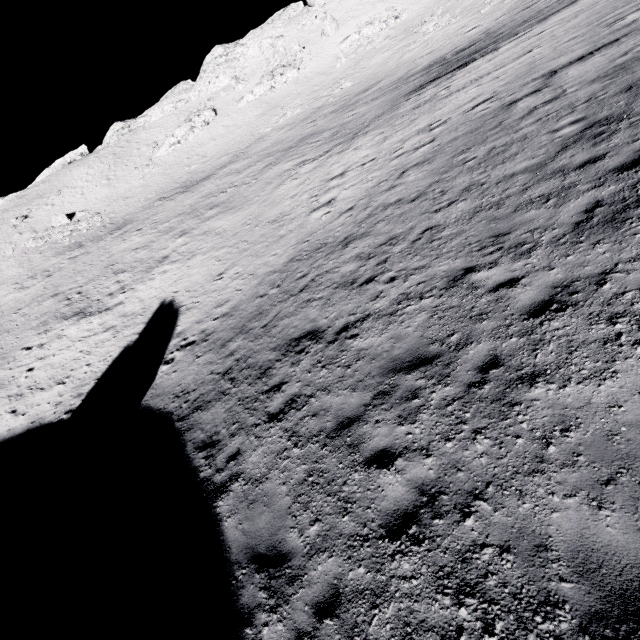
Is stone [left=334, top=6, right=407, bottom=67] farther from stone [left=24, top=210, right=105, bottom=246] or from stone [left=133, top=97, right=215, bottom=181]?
stone [left=24, top=210, right=105, bottom=246]

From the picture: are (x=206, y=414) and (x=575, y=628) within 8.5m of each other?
no

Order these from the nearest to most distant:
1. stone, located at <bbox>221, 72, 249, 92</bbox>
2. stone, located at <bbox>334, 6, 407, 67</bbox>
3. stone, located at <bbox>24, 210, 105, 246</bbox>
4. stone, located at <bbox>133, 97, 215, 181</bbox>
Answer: stone, located at <bbox>24, 210, 105, 246</bbox> → stone, located at <bbox>334, 6, 407, 67</bbox> → stone, located at <bbox>133, 97, 215, 181</bbox> → stone, located at <bbox>221, 72, 249, 92</bbox>

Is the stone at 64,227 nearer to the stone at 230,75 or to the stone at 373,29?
the stone at 230,75

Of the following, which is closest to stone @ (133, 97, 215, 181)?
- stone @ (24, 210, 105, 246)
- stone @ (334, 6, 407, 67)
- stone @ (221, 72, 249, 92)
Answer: stone @ (221, 72, 249, 92)

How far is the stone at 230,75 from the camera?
55.8m

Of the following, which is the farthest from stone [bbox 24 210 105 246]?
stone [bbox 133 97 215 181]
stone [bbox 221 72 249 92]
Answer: stone [bbox 221 72 249 92]
